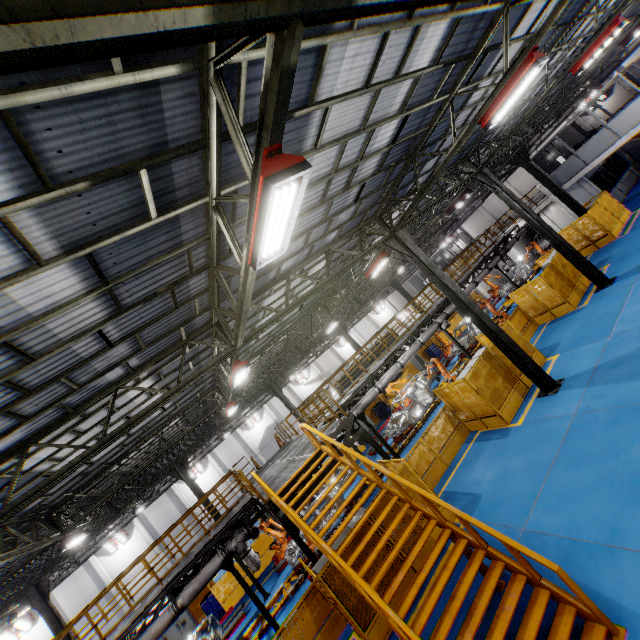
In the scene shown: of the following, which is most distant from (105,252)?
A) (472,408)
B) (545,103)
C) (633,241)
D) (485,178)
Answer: (545,103)

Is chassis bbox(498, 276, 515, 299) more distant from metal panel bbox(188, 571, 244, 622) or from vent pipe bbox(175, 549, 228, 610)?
metal panel bbox(188, 571, 244, 622)

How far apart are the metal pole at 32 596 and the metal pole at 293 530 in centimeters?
1546cm

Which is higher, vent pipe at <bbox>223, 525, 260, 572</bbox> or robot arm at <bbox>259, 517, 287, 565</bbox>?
vent pipe at <bbox>223, 525, 260, 572</bbox>

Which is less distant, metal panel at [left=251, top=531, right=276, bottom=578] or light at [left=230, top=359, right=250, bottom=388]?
light at [left=230, top=359, right=250, bottom=388]

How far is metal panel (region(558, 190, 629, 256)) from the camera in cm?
1969

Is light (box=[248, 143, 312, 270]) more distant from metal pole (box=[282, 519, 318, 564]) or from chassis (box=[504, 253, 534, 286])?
chassis (box=[504, 253, 534, 286])

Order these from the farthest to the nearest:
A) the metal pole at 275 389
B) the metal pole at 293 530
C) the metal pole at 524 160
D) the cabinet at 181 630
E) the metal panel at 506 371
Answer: the metal pole at 275 389, the metal pole at 524 160, the cabinet at 181 630, the metal panel at 506 371, the metal pole at 293 530
